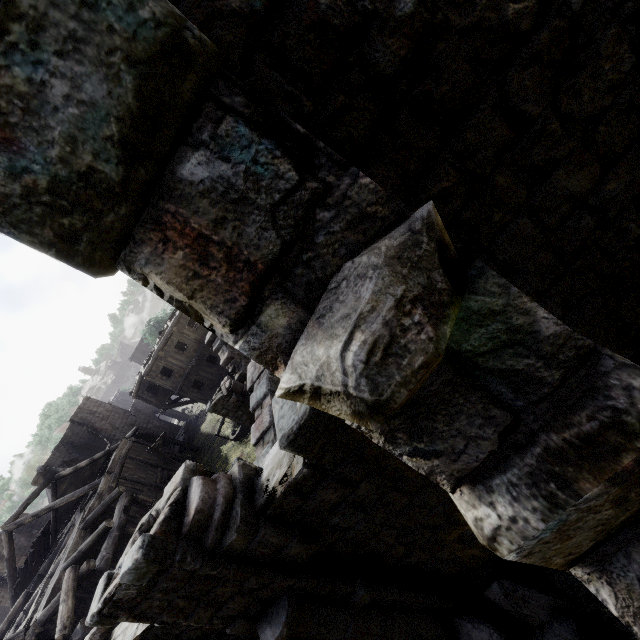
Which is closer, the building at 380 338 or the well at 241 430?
the building at 380 338

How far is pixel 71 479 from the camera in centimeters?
2358cm

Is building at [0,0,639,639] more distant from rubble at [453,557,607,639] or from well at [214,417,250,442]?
well at [214,417,250,442]

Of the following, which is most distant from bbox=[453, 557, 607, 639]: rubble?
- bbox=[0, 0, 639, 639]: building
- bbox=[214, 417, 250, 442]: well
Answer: bbox=[214, 417, 250, 442]: well

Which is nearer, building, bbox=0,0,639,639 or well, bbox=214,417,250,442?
building, bbox=0,0,639,639

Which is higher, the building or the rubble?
the building

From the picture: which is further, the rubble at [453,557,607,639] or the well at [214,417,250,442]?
the well at [214,417,250,442]

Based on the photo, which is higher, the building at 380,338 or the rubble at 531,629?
the building at 380,338
